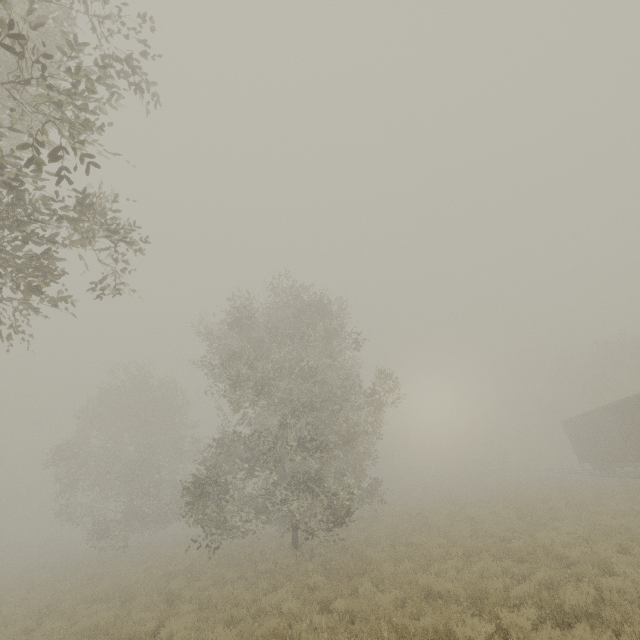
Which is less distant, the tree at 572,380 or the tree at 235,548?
the tree at 235,548

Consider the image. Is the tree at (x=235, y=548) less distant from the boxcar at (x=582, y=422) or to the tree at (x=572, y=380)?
the tree at (x=572, y=380)

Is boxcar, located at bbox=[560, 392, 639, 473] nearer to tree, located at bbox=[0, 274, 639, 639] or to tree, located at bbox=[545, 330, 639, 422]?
tree, located at bbox=[545, 330, 639, 422]

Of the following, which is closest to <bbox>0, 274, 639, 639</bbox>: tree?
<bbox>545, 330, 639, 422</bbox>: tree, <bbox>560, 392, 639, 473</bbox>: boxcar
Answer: <bbox>545, 330, 639, 422</bbox>: tree

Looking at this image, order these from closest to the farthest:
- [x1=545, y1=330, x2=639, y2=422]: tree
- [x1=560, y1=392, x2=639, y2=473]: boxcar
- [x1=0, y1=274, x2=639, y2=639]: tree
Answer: [x1=0, y1=274, x2=639, y2=639]: tree < [x1=560, y1=392, x2=639, y2=473]: boxcar < [x1=545, y1=330, x2=639, y2=422]: tree

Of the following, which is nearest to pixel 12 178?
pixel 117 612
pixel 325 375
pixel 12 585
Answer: pixel 117 612

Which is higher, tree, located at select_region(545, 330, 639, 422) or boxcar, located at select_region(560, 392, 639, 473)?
tree, located at select_region(545, 330, 639, 422)
